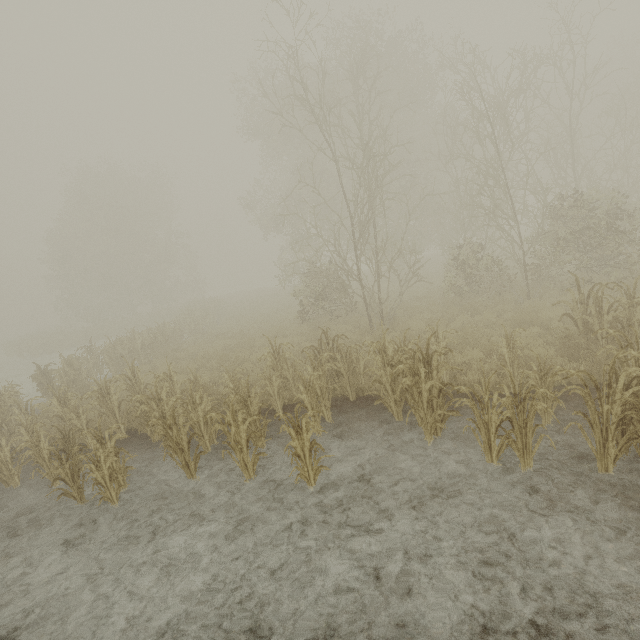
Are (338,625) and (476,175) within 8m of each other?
no
